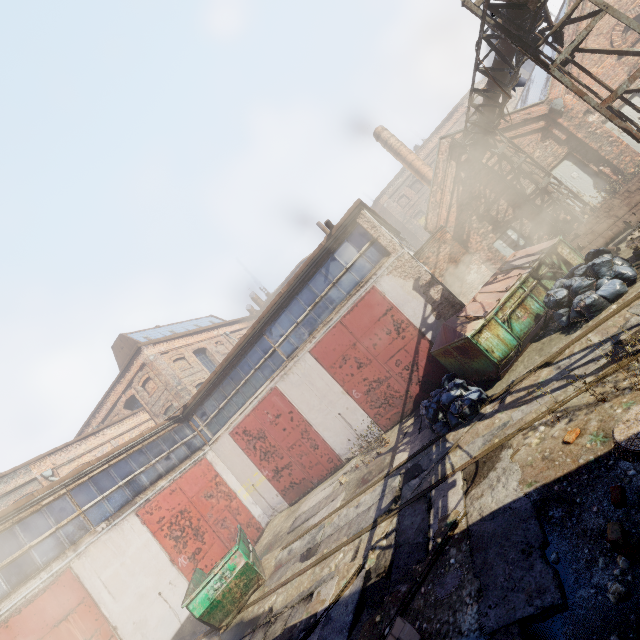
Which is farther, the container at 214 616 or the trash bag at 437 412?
the container at 214 616

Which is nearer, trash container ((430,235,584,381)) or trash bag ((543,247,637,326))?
trash bag ((543,247,637,326))

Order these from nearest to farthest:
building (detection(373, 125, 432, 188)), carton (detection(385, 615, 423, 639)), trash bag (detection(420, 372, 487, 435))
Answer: carton (detection(385, 615, 423, 639)) → trash bag (detection(420, 372, 487, 435)) → building (detection(373, 125, 432, 188))

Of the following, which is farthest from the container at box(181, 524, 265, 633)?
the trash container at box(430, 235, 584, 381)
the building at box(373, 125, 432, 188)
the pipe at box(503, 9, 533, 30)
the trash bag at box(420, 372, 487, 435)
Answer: the building at box(373, 125, 432, 188)

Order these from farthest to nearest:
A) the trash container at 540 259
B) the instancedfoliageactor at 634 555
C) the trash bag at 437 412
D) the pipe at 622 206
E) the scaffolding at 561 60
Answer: the pipe at 622 206 → the trash container at 540 259 → the trash bag at 437 412 → the scaffolding at 561 60 → the instancedfoliageactor at 634 555

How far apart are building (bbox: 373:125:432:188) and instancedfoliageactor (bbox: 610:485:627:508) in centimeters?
2139cm

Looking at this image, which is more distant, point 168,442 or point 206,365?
point 206,365

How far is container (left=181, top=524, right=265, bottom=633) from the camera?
8.2m
